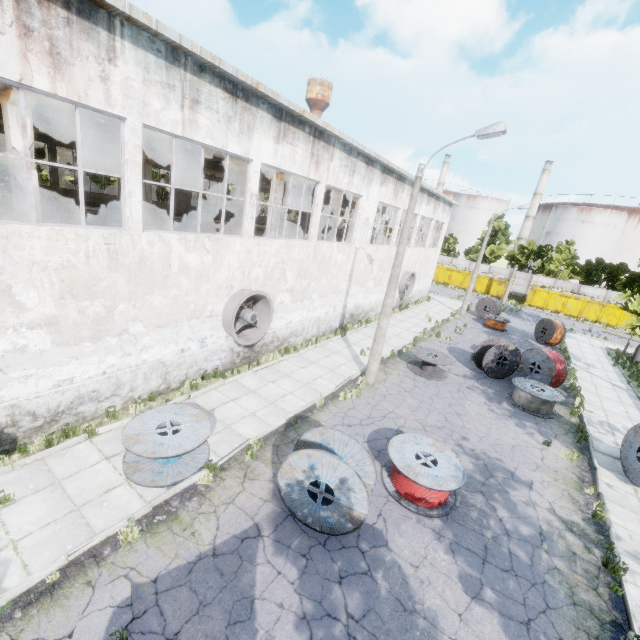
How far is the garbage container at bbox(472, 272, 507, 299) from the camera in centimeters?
4309cm

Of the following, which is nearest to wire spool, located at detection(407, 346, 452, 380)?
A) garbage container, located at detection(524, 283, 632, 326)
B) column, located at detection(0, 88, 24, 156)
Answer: column, located at detection(0, 88, 24, 156)

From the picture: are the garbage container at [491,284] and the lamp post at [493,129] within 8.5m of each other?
no

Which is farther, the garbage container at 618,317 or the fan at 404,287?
the garbage container at 618,317

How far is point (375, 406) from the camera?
12.50m

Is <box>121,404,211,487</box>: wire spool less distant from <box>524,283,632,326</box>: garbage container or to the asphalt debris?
the asphalt debris

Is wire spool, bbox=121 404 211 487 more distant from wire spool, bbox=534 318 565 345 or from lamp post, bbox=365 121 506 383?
wire spool, bbox=534 318 565 345

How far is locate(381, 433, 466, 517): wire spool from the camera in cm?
805
